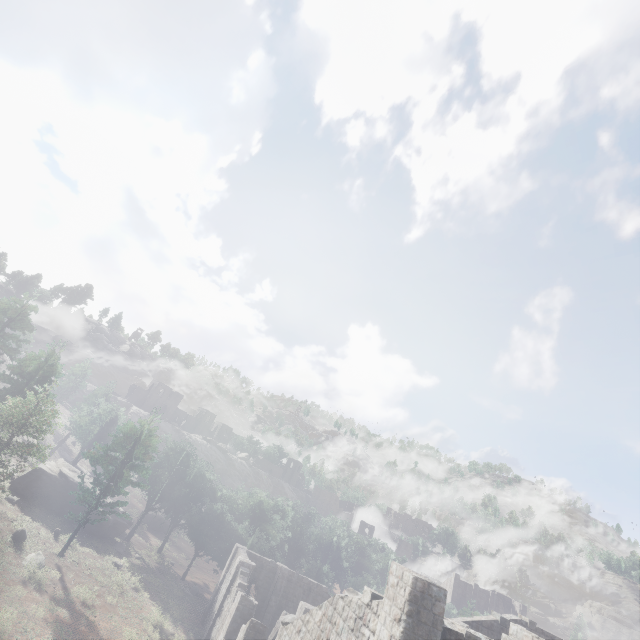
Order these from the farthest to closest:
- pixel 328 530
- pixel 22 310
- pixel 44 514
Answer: pixel 328 530 → pixel 22 310 → pixel 44 514
